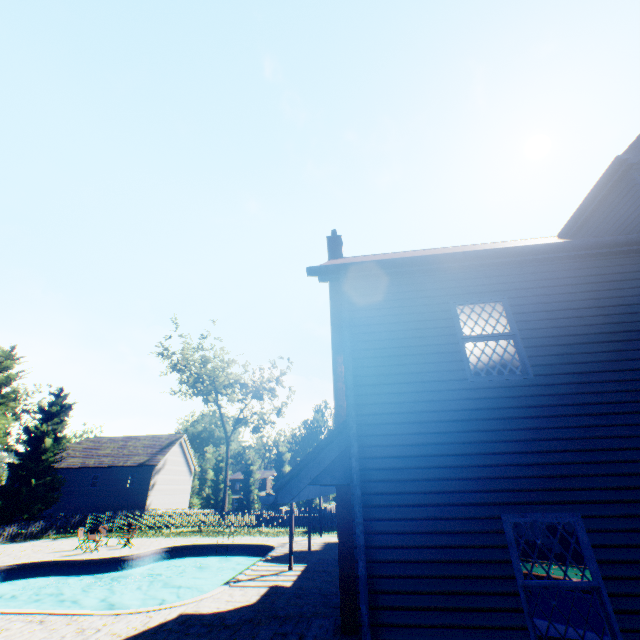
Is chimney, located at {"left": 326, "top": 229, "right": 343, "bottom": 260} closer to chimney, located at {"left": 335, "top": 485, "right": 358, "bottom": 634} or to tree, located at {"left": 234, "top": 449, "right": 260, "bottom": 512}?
chimney, located at {"left": 335, "top": 485, "right": 358, "bottom": 634}

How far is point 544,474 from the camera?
4.7 meters

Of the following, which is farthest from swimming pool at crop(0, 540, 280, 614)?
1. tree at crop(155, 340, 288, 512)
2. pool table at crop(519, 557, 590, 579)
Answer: pool table at crop(519, 557, 590, 579)

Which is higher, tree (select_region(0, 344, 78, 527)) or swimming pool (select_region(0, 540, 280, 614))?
tree (select_region(0, 344, 78, 527))

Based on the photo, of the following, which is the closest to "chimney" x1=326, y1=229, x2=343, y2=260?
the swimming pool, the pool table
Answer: the pool table

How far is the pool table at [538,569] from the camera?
8.0 meters

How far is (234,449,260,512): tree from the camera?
53.19m

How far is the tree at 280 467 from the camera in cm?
5465
